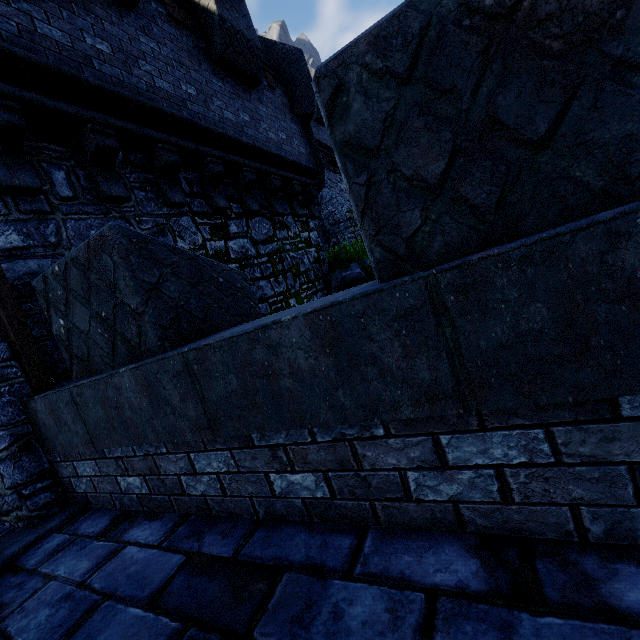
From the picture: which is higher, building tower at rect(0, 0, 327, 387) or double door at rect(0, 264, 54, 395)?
building tower at rect(0, 0, 327, 387)

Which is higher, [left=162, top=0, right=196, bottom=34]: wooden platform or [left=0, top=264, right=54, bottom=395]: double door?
[left=162, top=0, right=196, bottom=34]: wooden platform

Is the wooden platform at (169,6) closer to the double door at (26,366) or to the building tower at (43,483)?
the building tower at (43,483)

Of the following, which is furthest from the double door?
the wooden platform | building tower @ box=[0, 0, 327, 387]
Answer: the wooden platform

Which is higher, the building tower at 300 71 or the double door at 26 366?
the building tower at 300 71

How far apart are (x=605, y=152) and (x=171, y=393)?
2.2m

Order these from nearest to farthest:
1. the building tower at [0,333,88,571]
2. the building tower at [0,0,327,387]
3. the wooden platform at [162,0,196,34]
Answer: the building tower at [0,333,88,571], the building tower at [0,0,327,387], the wooden platform at [162,0,196,34]
